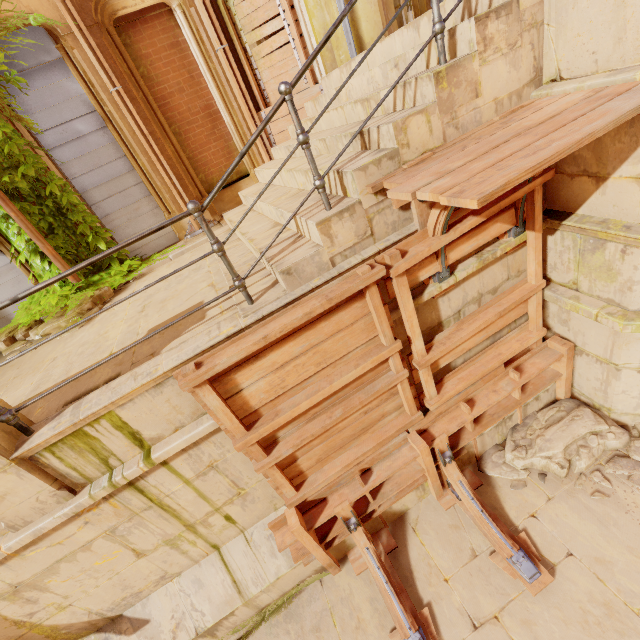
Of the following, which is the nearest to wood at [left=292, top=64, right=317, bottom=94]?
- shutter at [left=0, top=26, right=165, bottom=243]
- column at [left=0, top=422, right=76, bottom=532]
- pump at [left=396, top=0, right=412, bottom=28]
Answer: pump at [left=396, top=0, right=412, bottom=28]

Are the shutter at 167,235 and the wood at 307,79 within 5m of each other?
yes

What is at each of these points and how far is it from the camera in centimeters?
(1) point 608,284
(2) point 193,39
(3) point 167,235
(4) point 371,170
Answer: (1) building, 339cm
(2) column, 632cm
(3) shutter, 741cm
(4) stairs, 278cm

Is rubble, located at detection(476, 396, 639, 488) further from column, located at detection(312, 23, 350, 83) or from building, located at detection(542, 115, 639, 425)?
column, located at detection(312, 23, 350, 83)

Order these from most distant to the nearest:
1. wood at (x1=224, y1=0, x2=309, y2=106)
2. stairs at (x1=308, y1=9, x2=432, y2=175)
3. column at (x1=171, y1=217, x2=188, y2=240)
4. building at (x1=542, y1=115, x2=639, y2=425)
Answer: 1. column at (x1=171, y1=217, x2=188, y2=240)
2. wood at (x1=224, y1=0, x2=309, y2=106)
3. stairs at (x1=308, y1=9, x2=432, y2=175)
4. building at (x1=542, y1=115, x2=639, y2=425)

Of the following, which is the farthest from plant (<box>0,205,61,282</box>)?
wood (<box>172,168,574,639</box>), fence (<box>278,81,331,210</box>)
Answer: fence (<box>278,81,331,210</box>)

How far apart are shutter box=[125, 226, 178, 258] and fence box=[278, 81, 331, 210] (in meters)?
5.70

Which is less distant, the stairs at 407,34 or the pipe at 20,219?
→ the stairs at 407,34
